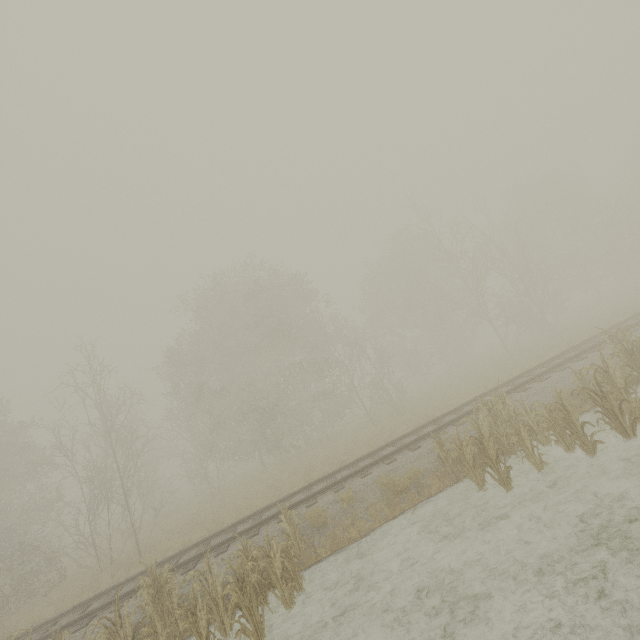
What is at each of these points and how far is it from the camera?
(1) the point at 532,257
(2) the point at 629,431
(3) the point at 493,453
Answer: (1) tree, 28.4m
(2) tree, 7.2m
(3) tree, 7.7m

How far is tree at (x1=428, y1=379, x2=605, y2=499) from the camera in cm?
739

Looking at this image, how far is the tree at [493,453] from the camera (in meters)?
7.39
